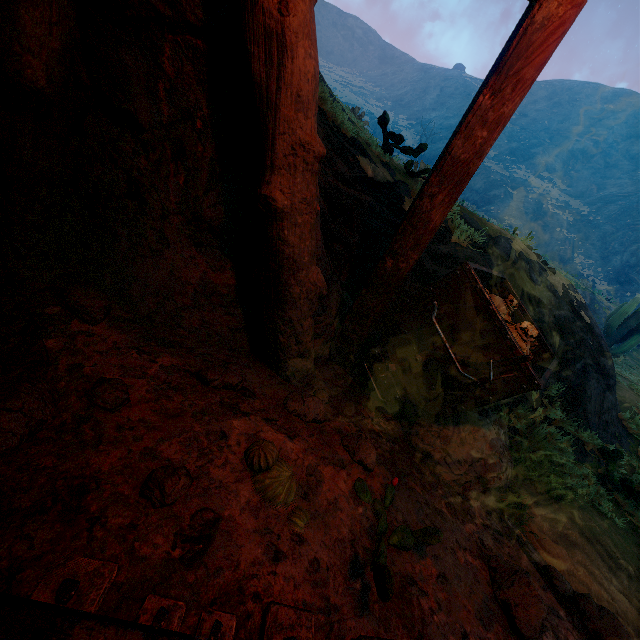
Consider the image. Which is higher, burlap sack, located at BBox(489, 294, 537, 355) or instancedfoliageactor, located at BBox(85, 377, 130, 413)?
burlap sack, located at BBox(489, 294, 537, 355)

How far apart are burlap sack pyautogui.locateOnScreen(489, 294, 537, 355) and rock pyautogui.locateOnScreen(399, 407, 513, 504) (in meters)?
0.29

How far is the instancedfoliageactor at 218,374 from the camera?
1.9m

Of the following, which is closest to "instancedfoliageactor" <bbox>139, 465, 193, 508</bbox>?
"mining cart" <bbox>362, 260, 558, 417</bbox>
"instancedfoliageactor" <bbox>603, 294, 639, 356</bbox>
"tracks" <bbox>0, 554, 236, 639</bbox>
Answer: "tracks" <bbox>0, 554, 236, 639</bbox>

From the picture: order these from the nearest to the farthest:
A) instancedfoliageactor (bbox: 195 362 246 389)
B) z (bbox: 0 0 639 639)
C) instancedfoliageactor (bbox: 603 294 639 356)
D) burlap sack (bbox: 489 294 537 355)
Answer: z (bbox: 0 0 639 639)
instancedfoliageactor (bbox: 195 362 246 389)
burlap sack (bbox: 489 294 537 355)
instancedfoliageactor (bbox: 603 294 639 356)

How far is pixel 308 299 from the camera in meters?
2.3 m

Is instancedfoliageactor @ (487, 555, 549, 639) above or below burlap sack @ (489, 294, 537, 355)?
below

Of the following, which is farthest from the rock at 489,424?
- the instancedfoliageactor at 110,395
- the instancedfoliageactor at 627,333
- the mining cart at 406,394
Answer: the instancedfoliageactor at 627,333
